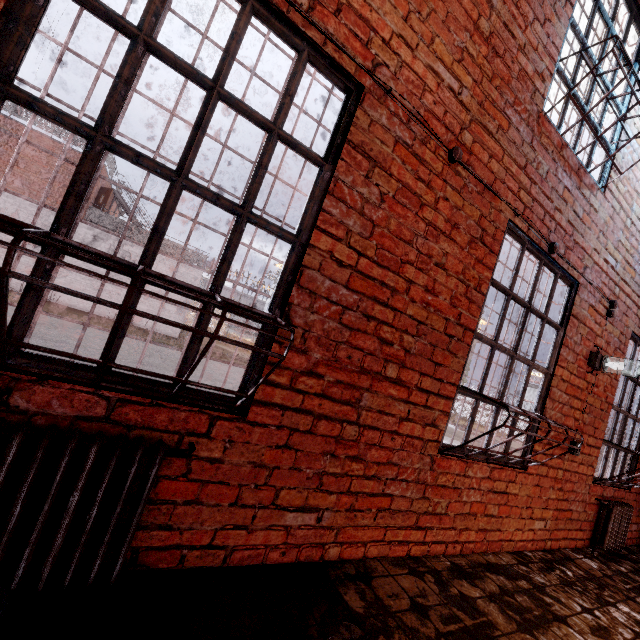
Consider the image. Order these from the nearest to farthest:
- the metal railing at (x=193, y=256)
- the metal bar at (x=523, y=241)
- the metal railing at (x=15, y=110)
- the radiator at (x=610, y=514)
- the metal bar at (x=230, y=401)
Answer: the metal bar at (x=230, y=401) < the metal bar at (x=523, y=241) < the radiator at (x=610, y=514) < the metal railing at (x=15, y=110) < the metal railing at (x=193, y=256)

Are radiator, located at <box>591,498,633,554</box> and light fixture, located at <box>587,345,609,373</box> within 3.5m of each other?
yes

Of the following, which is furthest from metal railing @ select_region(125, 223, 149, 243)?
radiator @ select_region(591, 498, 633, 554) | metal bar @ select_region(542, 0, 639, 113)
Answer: radiator @ select_region(591, 498, 633, 554)

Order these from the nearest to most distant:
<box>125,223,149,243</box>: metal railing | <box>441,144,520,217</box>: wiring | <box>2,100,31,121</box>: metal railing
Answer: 1. <box>441,144,520,217</box>: wiring
2. <box>2,100,31,121</box>: metal railing
3. <box>125,223,149,243</box>: metal railing

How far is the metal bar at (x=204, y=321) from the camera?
1.4 meters

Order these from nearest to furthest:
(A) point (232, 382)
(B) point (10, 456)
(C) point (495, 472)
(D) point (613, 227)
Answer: (B) point (10, 456) < (C) point (495, 472) < (D) point (613, 227) < (A) point (232, 382)

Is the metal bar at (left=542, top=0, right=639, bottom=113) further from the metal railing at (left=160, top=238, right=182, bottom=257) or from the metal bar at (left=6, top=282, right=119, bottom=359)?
the metal railing at (left=160, top=238, right=182, bottom=257)

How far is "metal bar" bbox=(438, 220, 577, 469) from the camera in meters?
2.7
